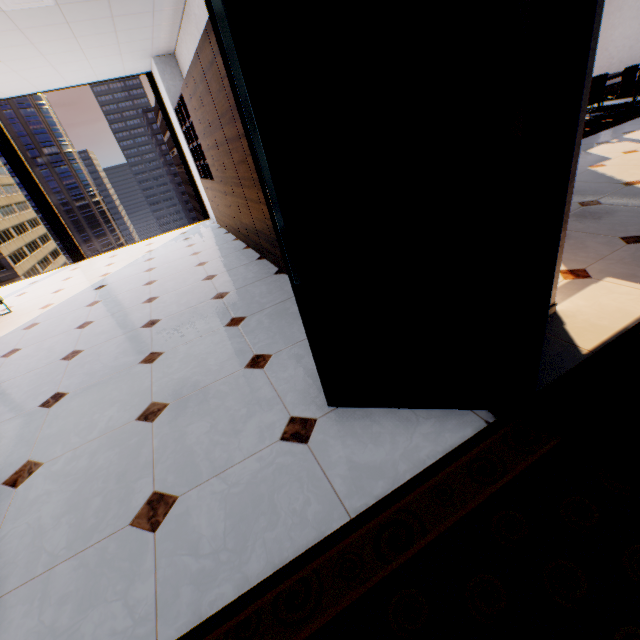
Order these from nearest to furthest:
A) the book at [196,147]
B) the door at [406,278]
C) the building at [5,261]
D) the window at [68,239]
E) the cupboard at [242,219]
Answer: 1. the door at [406,278]
2. the cupboard at [242,219]
3. the book at [196,147]
4. the window at [68,239]
5. the building at [5,261]

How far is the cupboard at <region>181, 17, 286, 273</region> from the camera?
2.85m

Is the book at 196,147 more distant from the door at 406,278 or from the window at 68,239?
the door at 406,278

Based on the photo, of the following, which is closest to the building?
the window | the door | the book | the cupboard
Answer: the window

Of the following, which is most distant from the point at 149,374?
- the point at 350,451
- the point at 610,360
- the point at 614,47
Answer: the point at 614,47

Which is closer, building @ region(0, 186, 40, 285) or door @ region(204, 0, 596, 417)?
door @ region(204, 0, 596, 417)

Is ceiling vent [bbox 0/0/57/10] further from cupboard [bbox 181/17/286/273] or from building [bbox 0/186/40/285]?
building [bbox 0/186/40/285]

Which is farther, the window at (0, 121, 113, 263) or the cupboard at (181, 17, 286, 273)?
the window at (0, 121, 113, 263)
